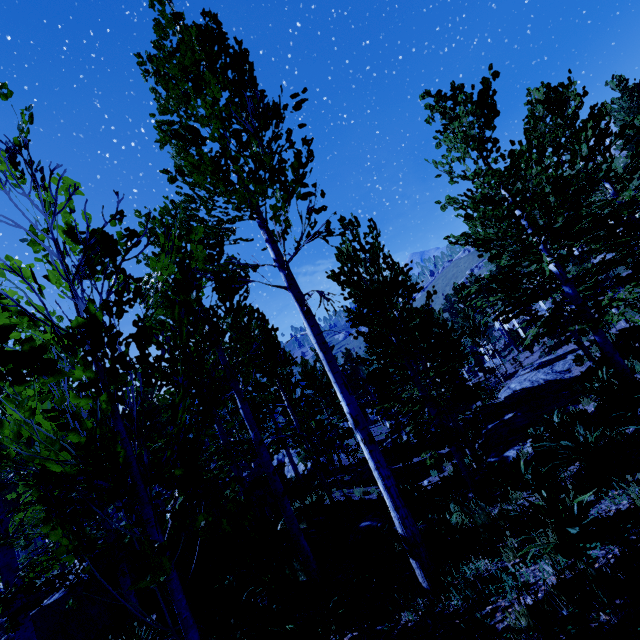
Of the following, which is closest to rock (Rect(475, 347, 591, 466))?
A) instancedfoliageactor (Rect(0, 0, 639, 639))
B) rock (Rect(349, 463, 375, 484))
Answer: instancedfoliageactor (Rect(0, 0, 639, 639))

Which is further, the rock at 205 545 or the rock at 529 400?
the rock at 205 545

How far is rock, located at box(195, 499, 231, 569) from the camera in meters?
14.6

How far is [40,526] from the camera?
32.2m

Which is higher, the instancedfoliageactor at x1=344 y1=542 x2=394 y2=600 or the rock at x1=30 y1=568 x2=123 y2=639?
the rock at x1=30 y1=568 x2=123 y2=639

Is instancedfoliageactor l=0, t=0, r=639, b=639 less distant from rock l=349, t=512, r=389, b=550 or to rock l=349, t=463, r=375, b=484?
rock l=349, t=463, r=375, b=484

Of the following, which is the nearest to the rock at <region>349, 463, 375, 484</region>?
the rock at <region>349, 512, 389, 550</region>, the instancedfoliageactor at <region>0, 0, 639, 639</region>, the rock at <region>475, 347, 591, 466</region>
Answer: the instancedfoliageactor at <region>0, 0, 639, 639</region>

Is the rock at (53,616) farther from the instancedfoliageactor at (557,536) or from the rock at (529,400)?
the rock at (529,400)
